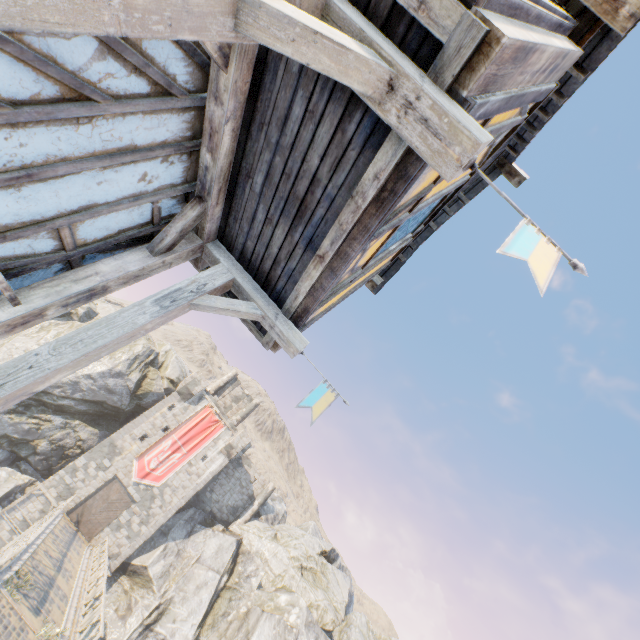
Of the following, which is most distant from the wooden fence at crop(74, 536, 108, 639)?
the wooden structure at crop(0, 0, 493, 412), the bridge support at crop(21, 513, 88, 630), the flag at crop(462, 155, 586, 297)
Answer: the wooden structure at crop(0, 0, 493, 412)

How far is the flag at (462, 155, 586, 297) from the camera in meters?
1.5 m

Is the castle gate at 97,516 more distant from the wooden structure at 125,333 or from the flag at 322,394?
the wooden structure at 125,333

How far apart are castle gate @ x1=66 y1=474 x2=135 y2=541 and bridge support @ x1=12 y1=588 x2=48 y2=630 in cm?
1678

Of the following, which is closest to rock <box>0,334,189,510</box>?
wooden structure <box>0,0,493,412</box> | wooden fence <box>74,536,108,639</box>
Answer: wooden fence <box>74,536,108,639</box>

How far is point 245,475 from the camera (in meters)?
35.94

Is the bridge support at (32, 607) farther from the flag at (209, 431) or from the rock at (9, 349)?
the flag at (209, 431)

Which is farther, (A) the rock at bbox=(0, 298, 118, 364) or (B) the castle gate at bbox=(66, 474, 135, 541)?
(A) the rock at bbox=(0, 298, 118, 364)
